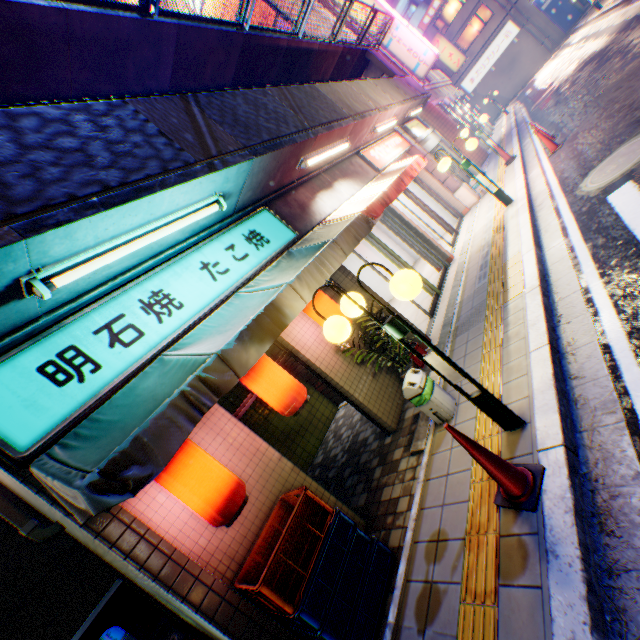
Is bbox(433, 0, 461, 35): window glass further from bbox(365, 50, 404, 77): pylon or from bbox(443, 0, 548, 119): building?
bbox(365, 50, 404, 77): pylon

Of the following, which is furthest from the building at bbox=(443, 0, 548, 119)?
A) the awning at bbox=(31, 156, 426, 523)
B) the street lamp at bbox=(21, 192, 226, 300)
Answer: the street lamp at bbox=(21, 192, 226, 300)

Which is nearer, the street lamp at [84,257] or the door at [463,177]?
the street lamp at [84,257]

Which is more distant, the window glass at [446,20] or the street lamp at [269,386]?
the window glass at [446,20]

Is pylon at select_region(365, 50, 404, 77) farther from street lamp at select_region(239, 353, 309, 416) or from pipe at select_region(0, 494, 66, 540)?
pipe at select_region(0, 494, 66, 540)

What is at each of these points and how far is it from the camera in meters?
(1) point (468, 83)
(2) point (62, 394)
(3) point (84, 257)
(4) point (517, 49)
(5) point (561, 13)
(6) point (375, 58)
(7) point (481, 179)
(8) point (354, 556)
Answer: (1) sign, 35.2 m
(2) sign, 2.7 m
(3) street lamp, 2.8 m
(4) building, 32.4 m
(5) billboard, 30.8 m
(6) pylon, 13.3 m
(7) street lamp, 8.5 m
(8) plastic crate, 3.2 m

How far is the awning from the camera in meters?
2.1

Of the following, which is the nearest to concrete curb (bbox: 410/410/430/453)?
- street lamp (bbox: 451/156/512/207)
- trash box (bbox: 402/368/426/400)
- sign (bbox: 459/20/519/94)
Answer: trash box (bbox: 402/368/426/400)
